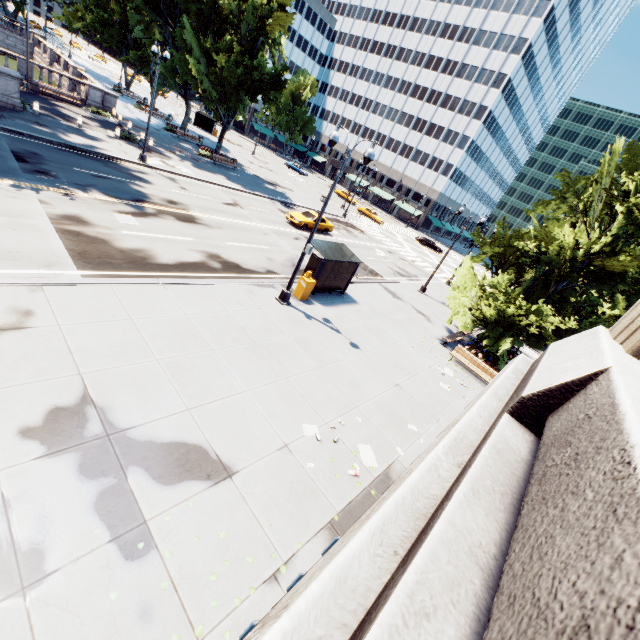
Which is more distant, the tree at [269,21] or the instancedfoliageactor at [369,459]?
the tree at [269,21]

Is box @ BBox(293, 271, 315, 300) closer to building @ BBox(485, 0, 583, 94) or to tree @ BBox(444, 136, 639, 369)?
tree @ BBox(444, 136, 639, 369)

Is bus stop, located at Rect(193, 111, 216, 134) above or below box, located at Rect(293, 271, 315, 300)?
above

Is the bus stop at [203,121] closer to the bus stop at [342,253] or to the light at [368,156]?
the light at [368,156]

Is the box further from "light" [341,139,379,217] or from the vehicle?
the vehicle

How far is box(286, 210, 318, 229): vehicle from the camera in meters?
27.7

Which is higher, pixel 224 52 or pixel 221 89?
pixel 224 52

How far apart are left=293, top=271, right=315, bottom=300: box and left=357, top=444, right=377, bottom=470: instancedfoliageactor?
8.2m
